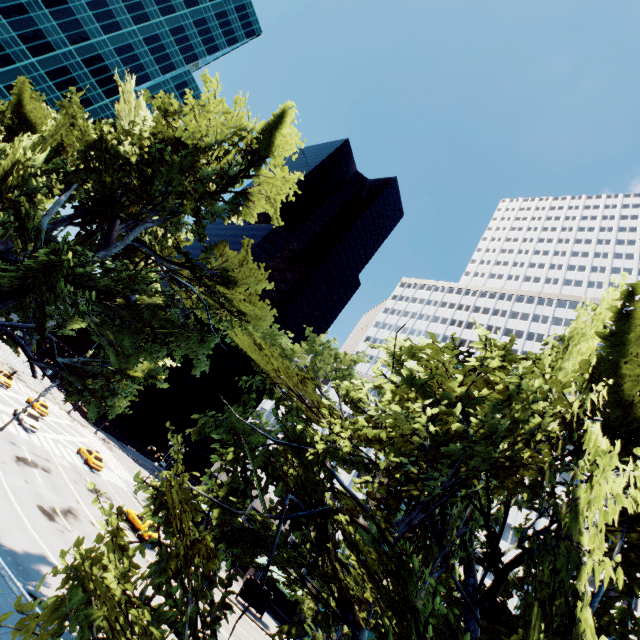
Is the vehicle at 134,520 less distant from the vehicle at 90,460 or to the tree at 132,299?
the vehicle at 90,460

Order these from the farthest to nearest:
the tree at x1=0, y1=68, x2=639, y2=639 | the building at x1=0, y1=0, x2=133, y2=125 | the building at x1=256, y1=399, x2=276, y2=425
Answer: the building at x1=256, y1=399, x2=276, y2=425 < the building at x1=0, y1=0, x2=133, y2=125 < the tree at x1=0, y1=68, x2=639, y2=639

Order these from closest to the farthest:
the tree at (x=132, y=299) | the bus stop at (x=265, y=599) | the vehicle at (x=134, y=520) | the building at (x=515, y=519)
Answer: the tree at (x=132, y=299)
the vehicle at (x=134, y=520)
the bus stop at (x=265, y=599)
the building at (x=515, y=519)

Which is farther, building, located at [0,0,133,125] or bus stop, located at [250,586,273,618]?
building, located at [0,0,133,125]

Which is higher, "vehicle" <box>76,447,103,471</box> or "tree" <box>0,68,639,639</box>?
"tree" <box>0,68,639,639</box>

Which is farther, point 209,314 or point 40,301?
point 209,314

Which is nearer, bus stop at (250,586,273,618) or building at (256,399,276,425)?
bus stop at (250,586,273,618)
